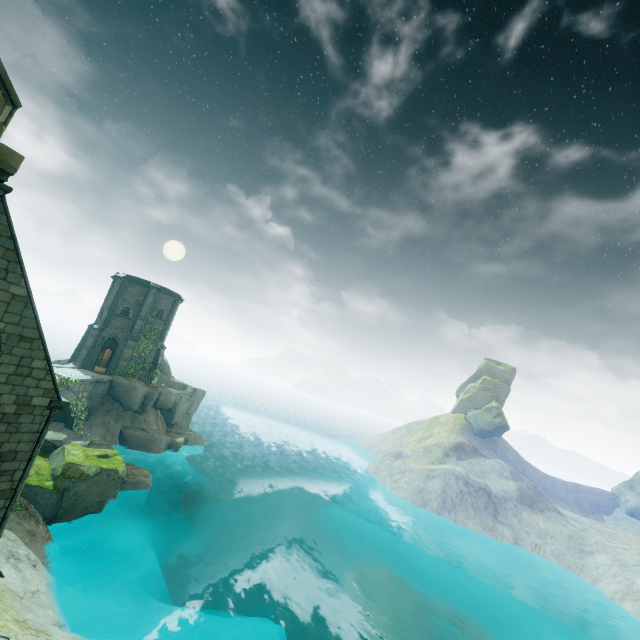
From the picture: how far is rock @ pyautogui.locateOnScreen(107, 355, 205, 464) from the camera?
28.23m

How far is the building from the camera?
30.6m

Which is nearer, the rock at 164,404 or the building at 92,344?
the rock at 164,404

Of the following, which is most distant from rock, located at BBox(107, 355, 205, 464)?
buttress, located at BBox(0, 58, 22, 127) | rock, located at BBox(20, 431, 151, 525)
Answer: buttress, located at BBox(0, 58, 22, 127)

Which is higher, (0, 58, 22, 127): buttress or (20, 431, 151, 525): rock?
(0, 58, 22, 127): buttress

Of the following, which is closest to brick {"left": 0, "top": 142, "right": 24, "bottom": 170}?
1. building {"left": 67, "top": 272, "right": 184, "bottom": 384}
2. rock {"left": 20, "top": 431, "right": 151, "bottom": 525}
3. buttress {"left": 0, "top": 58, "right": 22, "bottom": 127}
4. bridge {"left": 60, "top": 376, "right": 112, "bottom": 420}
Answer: buttress {"left": 0, "top": 58, "right": 22, "bottom": 127}

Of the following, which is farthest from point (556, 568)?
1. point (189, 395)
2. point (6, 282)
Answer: point (6, 282)

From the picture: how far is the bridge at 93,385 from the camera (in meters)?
23.91
